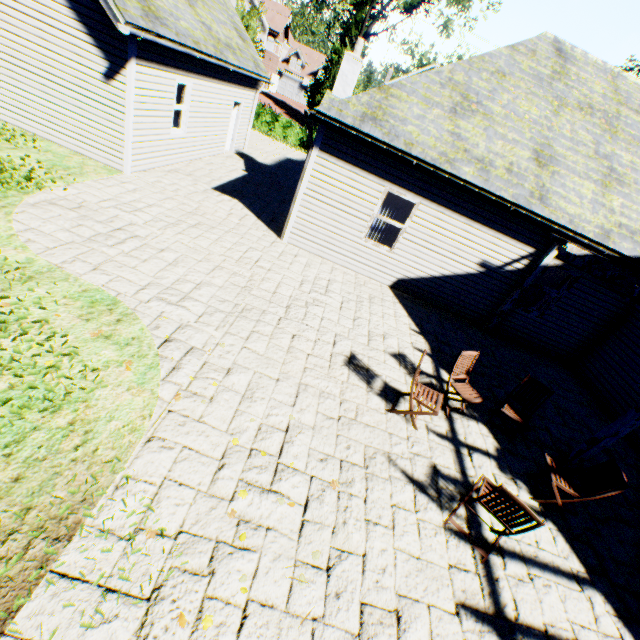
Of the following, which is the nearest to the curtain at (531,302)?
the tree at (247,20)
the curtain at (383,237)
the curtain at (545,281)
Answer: the curtain at (545,281)

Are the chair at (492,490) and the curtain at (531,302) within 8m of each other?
yes

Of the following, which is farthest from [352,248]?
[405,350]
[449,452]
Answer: [449,452]

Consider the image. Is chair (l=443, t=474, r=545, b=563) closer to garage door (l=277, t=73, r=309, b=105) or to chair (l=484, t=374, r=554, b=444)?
chair (l=484, t=374, r=554, b=444)

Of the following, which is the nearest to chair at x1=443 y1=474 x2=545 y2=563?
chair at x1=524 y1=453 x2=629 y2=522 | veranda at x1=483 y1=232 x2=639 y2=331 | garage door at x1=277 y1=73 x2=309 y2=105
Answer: chair at x1=524 y1=453 x2=629 y2=522

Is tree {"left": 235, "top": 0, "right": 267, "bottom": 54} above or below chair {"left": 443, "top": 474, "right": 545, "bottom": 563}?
above

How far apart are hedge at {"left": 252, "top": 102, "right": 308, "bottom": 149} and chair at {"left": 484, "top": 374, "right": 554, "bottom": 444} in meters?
24.5 m

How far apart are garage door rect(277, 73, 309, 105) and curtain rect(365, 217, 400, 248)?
57.4m
